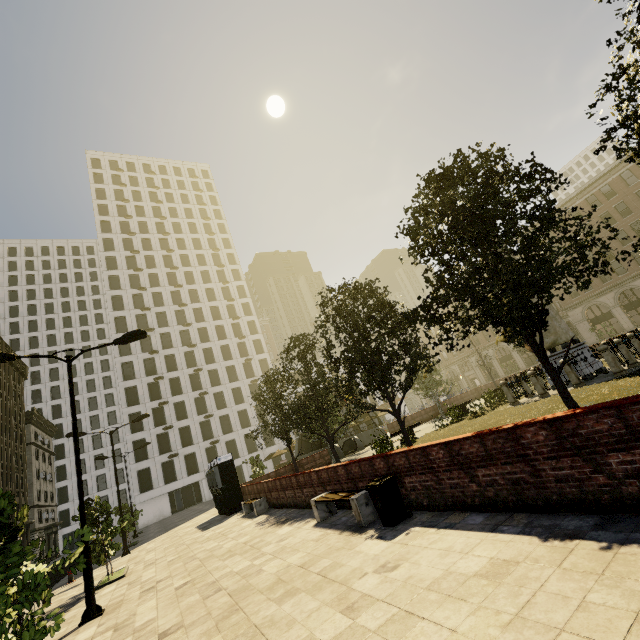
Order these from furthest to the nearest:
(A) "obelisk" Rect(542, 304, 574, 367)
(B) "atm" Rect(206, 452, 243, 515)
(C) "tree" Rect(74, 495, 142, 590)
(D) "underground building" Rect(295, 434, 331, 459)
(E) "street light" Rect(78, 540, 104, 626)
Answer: (D) "underground building" Rect(295, 434, 331, 459)
(B) "atm" Rect(206, 452, 243, 515)
(A) "obelisk" Rect(542, 304, 574, 367)
(C) "tree" Rect(74, 495, 142, 590)
(E) "street light" Rect(78, 540, 104, 626)

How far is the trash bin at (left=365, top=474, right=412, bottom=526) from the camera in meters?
6.6

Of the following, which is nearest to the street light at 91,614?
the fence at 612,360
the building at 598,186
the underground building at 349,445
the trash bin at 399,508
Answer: the trash bin at 399,508

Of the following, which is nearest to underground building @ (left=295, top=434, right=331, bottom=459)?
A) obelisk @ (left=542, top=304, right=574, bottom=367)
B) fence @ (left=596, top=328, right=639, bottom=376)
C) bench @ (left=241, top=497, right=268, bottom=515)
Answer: bench @ (left=241, top=497, right=268, bottom=515)

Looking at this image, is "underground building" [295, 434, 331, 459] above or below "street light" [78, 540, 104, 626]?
above

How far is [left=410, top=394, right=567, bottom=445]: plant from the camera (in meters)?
12.34

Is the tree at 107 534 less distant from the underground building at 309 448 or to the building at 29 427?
the underground building at 309 448

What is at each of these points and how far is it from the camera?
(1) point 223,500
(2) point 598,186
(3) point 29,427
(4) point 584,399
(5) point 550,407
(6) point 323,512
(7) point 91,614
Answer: (1) atm, 19.1m
(2) building, 41.8m
(3) building, 50.0m
(4) plant, 11.3m
(5) plant, 12.3m
(6) bench, 9.2m
(7) street light, 8.3m
